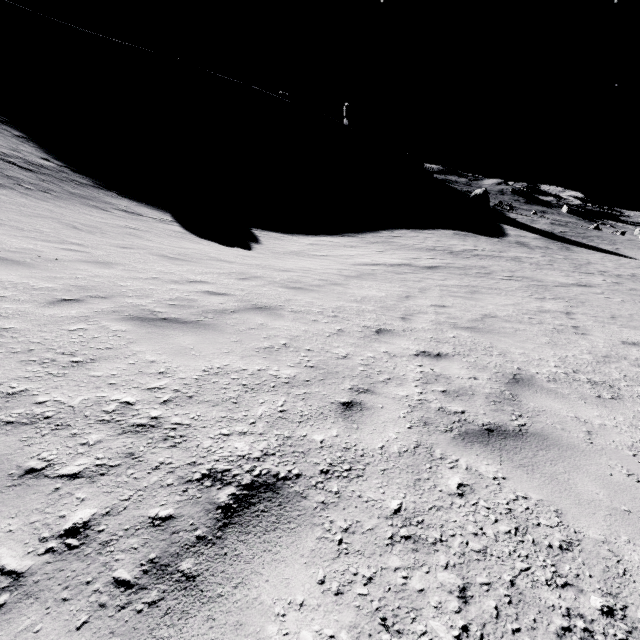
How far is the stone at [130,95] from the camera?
59.22m

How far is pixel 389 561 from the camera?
1.7 meters

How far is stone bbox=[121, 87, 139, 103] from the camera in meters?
59.2 m
